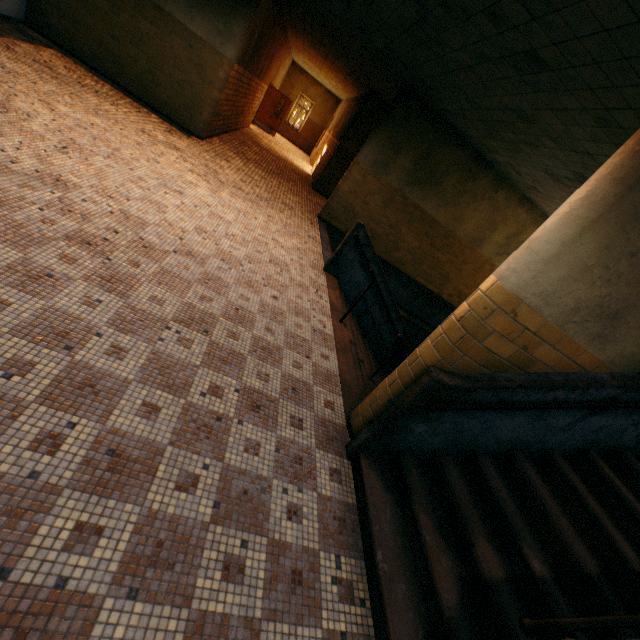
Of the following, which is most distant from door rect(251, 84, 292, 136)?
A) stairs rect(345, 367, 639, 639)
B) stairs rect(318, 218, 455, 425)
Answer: stairs rect(345, 367, 639, 639)

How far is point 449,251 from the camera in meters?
10.6 m

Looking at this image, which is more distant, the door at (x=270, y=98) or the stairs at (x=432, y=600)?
the door at (x=270, y=98)

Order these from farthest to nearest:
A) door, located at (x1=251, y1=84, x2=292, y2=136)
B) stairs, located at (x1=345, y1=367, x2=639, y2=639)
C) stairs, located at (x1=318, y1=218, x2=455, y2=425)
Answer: door, located at (x1=251, y1=84, x2=292, y2=136), stairs, located at (x1=318, y1=218, x2=455, y2=425), stairs, located at (x1=345, y1=367, x2=639, y2=639)

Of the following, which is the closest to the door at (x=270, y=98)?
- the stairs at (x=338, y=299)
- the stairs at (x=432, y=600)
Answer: the stairs at (x=338, y=299)

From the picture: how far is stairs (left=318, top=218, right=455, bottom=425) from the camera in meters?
4.5

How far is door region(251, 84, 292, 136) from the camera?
17.2 meters

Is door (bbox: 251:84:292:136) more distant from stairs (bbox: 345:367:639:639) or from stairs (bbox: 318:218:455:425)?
stairs (bbox: 345:367:639:639)
